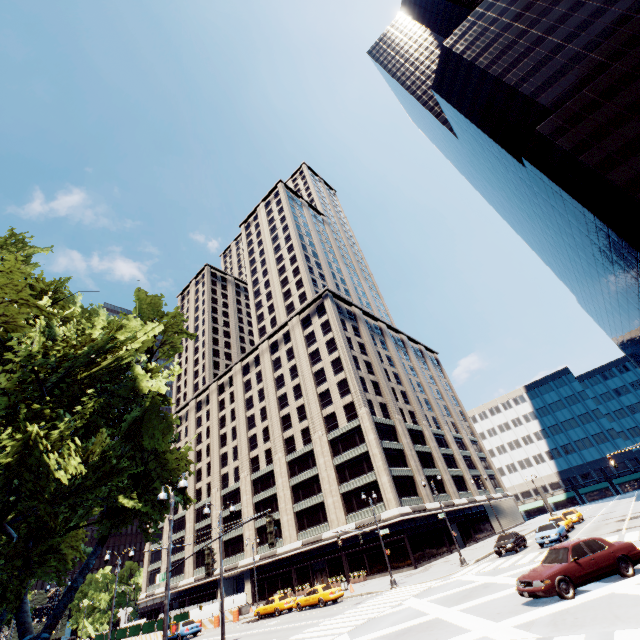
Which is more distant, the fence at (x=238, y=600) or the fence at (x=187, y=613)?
the fence at (x=238, y=600)

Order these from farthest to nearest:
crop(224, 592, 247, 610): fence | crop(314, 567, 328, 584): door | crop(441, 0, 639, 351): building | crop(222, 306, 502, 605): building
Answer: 1. crop(314, 567, 328, 584): door
2. crop(222, 306, 502, 605): building
3. crop(224, 592, 247, 610): fence
4. crop(441, 0, 639, 351): building

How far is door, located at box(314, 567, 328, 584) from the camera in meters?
43.8 m

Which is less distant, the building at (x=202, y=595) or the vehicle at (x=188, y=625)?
the vehicle at (x=188, y=625)

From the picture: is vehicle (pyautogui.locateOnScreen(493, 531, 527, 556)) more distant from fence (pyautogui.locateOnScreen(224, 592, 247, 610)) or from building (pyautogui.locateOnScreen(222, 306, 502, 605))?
fence (pyautogui.locateOnScreen(224, 592, 247, 610))

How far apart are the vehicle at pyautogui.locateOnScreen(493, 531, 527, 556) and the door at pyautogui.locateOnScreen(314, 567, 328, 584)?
24.4m

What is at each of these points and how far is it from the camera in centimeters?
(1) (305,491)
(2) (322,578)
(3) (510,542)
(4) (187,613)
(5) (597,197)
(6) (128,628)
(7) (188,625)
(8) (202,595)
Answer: (1) building, 5116cm
(2) door, 4412cm
(3) vehicle, 2828cm
(4) fence, 3716cm
(5) building, 3538cm
(6) fence, 4431cm
(7) vehicle, 3306cm
(8) building, 5853cm

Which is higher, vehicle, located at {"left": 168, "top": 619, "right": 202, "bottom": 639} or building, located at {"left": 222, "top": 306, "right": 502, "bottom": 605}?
building, located at {"left": 222, "top": 306, "right": 502, "bottom": 605}
